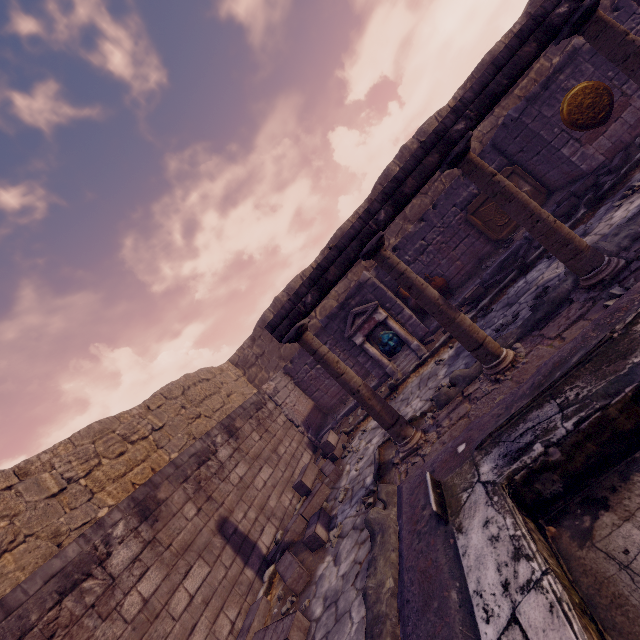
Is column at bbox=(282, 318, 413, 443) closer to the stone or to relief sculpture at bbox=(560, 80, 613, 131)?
the stone

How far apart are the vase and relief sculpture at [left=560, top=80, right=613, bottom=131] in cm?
432

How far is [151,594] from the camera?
4.20m

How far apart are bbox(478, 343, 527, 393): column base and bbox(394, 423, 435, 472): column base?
0.94m

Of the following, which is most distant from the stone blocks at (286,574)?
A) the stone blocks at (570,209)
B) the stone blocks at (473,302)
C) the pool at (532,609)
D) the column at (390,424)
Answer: the stone blocks at (570,209)

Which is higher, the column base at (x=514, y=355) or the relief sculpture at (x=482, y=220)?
the relief sculpture at (x=482, y=220)

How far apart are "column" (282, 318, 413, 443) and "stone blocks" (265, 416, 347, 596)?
2.4m

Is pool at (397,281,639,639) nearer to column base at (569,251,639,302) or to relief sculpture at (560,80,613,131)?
column base at (569,251,639,302)
